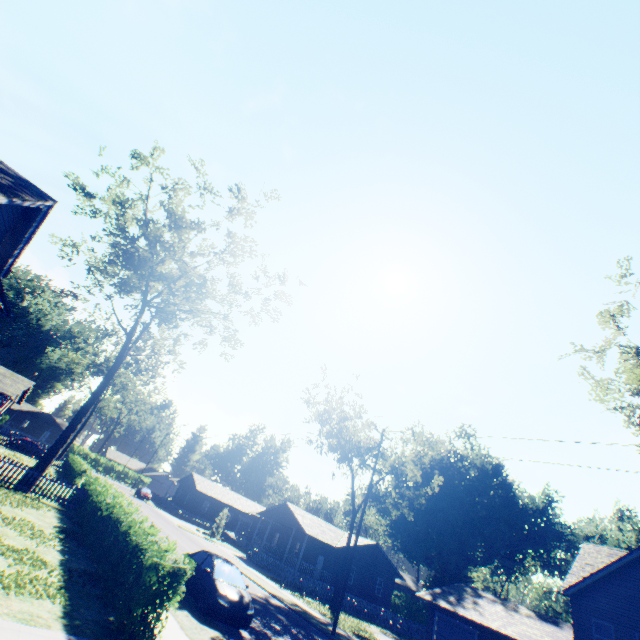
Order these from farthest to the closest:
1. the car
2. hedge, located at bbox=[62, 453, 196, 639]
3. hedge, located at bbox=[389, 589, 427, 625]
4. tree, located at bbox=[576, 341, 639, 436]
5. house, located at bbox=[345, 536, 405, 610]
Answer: hedge, located at bbox=[389, 589, 427, 625] → house, located at bbox=[345, 536, 405, 610] → tree, located at bbox=[576, 341, 639, 436] → the car → hedge, located at bbox=[62, 453, 196, 639]

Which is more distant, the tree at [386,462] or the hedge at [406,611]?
the hedge at [406,611]

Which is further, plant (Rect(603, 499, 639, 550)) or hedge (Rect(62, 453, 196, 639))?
plant (Rect(603, 499, 639, 550))

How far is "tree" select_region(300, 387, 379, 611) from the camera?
29.0m

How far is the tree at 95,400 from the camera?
21.5m

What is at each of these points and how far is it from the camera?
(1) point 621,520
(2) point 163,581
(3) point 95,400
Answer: (1) plant, 51.59m
(2) hedge, 8.07m
(3) tree, 21.86m

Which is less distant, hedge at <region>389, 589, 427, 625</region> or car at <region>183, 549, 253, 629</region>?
car at <region>183, 549, 253, 629</region>

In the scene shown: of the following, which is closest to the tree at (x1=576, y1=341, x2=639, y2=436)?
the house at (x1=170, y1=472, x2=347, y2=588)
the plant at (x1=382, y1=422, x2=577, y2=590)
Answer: the house at (x1=170, y1=472, x2=347, y2=588)
